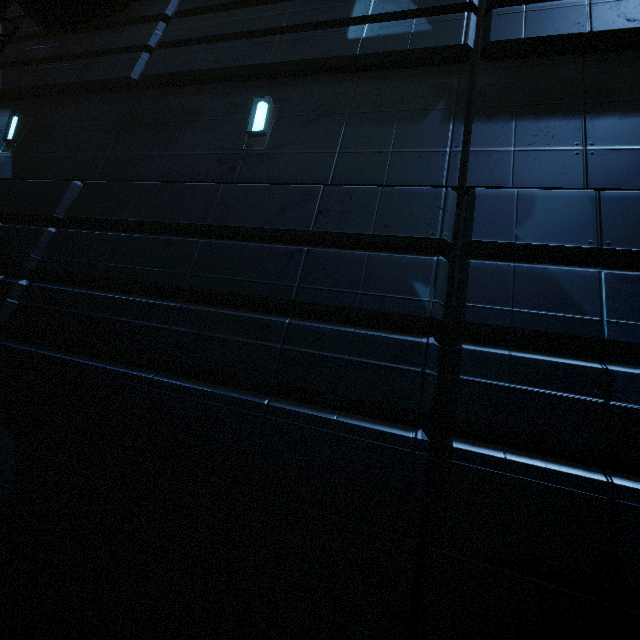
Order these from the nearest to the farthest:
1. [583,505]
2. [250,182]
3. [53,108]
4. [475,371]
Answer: [583,505] < [475,371] < [250,182] < [53,108]
